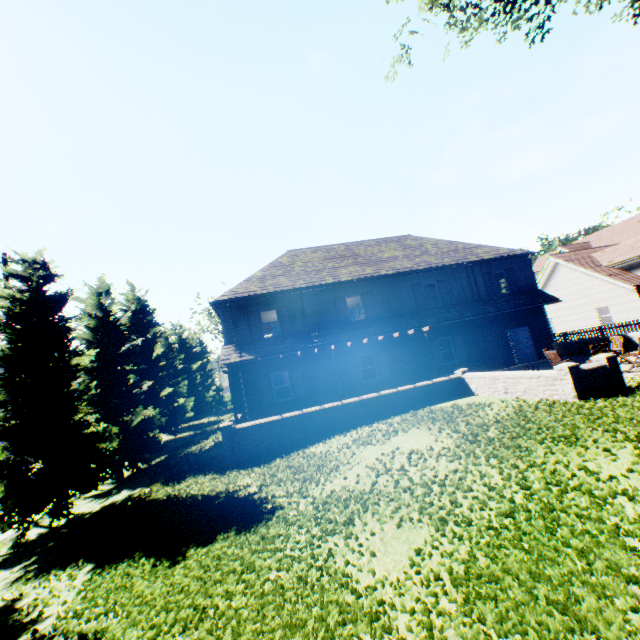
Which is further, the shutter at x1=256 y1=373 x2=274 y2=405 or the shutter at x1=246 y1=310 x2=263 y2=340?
the shutter at x1=246 y1=310 x2=263 y2=340

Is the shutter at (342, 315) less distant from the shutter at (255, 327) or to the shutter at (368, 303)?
the shutter at (368, 303)

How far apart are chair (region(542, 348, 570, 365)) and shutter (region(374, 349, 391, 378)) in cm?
769

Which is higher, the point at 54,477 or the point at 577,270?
the point at 577,270

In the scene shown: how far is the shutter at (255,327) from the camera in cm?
1755

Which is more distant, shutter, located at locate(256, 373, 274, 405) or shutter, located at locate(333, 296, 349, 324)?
shutter, located at locate(333, 296, 349, 324)

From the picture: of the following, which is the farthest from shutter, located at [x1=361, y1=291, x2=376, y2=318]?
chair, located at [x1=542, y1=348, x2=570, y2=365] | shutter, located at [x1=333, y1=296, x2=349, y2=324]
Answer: chair, located at [x1=542, y1=348, x2=570, y2=365]

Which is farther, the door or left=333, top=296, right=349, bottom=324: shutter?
the door
